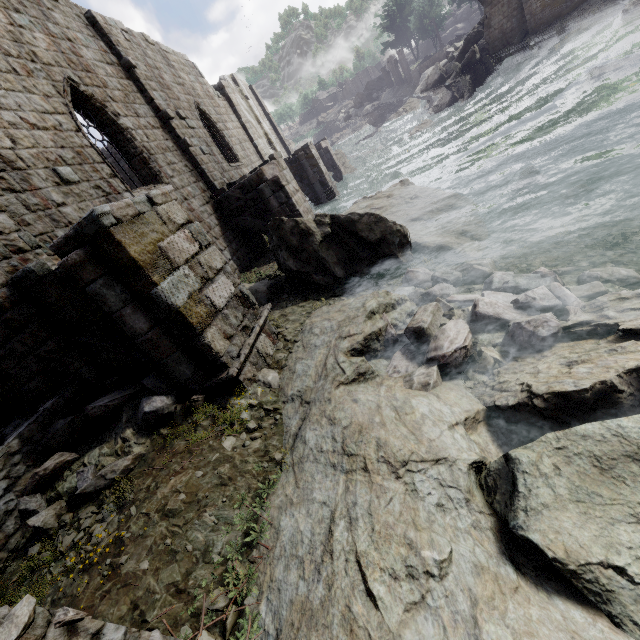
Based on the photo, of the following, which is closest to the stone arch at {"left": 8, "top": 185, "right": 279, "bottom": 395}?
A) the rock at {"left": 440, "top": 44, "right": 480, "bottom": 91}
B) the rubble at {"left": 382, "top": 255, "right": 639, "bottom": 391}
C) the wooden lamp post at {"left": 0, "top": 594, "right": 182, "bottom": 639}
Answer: the wooden lamp post at {"left": 0, "top": 594, "right": 182, "bottom": 639}

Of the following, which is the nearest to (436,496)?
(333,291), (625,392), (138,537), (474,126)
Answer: (625,392)

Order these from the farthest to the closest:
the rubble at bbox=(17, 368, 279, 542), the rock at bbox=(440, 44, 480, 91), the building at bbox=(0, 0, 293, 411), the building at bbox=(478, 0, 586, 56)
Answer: the rock at bbox=(440, 44, 480, 91)
the building at bbox=(478, 0, 586, 56)
the building at bbox=(0, 0, 293, 411)
the rubble at bbox=(17, 368, 279, 542)

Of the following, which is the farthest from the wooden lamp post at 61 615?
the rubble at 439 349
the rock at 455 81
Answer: the rock at 455 81

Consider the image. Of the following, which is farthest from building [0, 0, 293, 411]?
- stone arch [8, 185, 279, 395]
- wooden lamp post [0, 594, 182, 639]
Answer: wooden lamp post [0, 594, 182, 639]

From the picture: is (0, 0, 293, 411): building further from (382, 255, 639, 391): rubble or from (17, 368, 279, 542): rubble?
(382, 255, 639, 391): rubble

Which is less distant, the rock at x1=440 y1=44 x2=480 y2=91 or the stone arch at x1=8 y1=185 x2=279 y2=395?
the stone arch at x1=8 y1=185 x2=279 y2=395

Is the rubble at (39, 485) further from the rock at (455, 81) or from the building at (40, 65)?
the rock at (455, 81)
